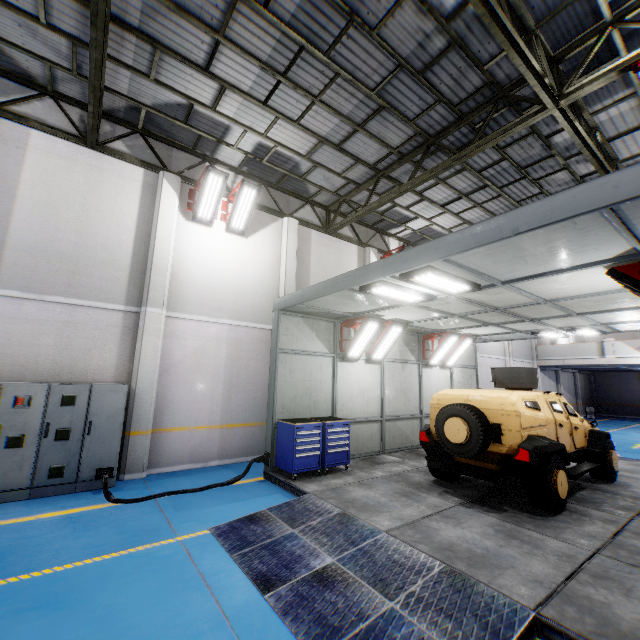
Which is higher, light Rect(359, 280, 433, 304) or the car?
light Rect(359, 280, 433, 304)

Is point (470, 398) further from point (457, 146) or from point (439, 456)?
point (457, 146)

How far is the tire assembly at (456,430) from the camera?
5.9 meters

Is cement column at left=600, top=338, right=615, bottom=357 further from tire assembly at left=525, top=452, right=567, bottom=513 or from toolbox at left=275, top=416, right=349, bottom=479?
toolbox at left=275, top=416, right=349, bottom=479

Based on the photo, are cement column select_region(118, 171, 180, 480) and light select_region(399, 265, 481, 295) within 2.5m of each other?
no

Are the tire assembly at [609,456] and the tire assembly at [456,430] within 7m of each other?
yes

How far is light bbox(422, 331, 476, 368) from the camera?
11.34m

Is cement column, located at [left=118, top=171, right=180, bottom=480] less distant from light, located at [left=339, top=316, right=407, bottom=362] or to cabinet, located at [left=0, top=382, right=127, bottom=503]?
cabinet, located at [left=0, top=382, right=127, bottom=503]
